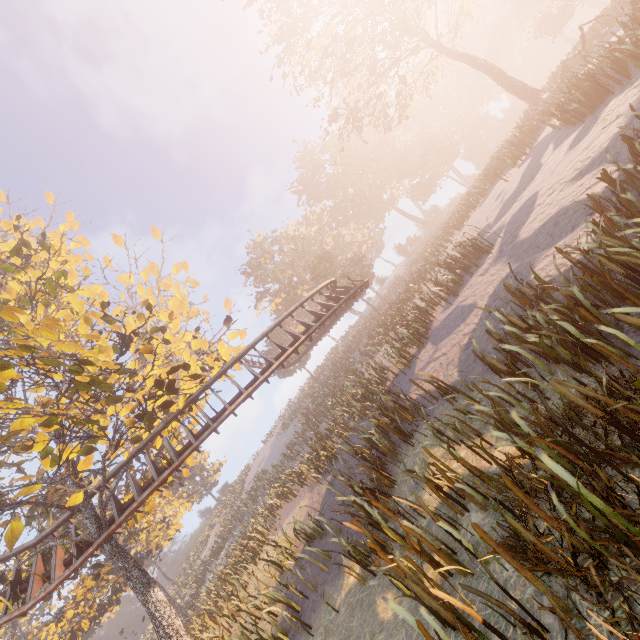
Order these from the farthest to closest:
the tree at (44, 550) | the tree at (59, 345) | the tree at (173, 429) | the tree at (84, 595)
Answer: the tree at (173, 429) < the tree at (44, 550) < the tree at (84, 595) < the tree at (59, 345)

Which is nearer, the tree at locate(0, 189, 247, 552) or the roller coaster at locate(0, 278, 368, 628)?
the tree at locate(0, 189, 247, 552)

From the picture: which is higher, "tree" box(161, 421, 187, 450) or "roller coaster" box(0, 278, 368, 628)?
"tree" box(161, 421, 187, 450)

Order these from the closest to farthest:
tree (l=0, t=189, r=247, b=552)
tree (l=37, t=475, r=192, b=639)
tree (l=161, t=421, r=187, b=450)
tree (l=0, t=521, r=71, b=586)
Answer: tree (l=0, t=189, r=247, b=552), tree (l=37, t=475, r=192, b=639), tree (l=0, t=521, r=71, b=586), tree (l=161, t=421, r=187, b=450)

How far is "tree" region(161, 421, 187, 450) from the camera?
16.9 meters

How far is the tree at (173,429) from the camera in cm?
1687

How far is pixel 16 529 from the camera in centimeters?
881cm
